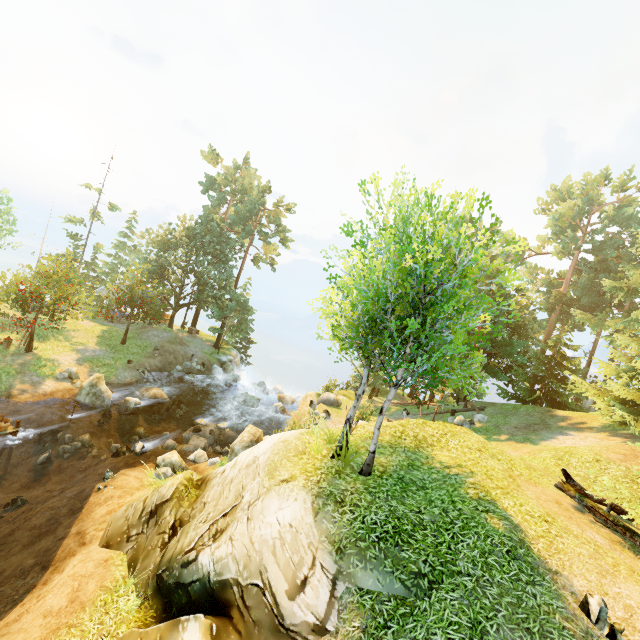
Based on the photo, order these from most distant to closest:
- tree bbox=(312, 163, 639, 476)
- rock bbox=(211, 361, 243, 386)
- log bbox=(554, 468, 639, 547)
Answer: rock bbox=(211, 361, 243, 386)
log bbox=(554, 468, 639, 547)
tree bbox=(312, 163, 639, 476)

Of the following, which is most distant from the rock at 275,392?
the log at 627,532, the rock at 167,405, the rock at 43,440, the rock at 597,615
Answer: the rock at 597,615

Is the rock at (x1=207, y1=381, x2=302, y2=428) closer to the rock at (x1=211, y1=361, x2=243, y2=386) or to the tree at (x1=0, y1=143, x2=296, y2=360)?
the rock at (x1=211, y1=361, x2=243, y2=386)

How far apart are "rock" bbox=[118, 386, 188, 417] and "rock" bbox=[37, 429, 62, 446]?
4.79m

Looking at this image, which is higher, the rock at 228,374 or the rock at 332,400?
the rock at 332,400

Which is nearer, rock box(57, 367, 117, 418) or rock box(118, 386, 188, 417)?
rock box(57, 367, 117, 418)

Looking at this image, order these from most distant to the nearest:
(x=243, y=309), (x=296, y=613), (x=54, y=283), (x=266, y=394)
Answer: (x=243, y=309) < (x=266, y=394) < (x=54, y=283) < (x=296, y=613)
